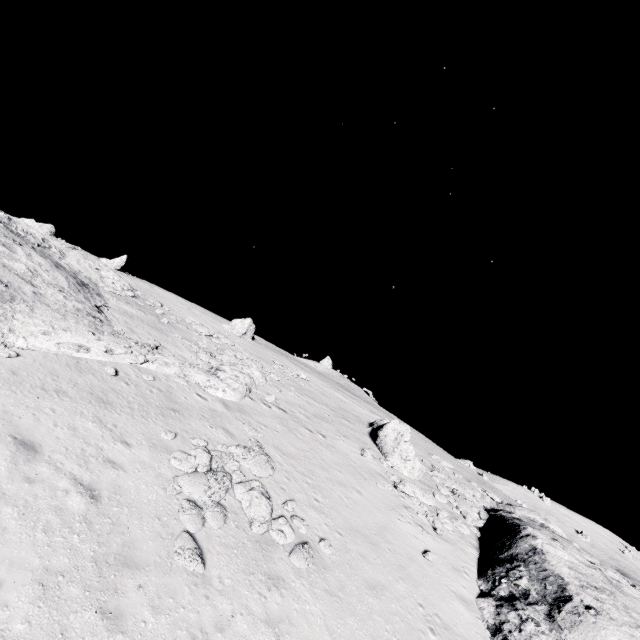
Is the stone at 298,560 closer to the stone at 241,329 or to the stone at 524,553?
the stone at 524,553

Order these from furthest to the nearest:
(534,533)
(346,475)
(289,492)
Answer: (346,475)
(534,533)
(289,492)

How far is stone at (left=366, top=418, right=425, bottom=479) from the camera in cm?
2116

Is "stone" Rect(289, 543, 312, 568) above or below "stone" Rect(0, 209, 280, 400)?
below

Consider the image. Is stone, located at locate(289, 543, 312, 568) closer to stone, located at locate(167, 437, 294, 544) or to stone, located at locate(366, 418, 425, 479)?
stone, located at locate(167, 437, 294, 544)

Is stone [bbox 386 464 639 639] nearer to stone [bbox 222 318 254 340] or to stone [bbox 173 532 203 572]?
stone [bbox 173 532 203 572]

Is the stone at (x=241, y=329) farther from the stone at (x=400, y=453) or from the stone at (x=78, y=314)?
the stone at (x=400, y=453)

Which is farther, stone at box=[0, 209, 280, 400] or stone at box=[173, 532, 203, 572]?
stone at box=[0, 209, 280, 400]
